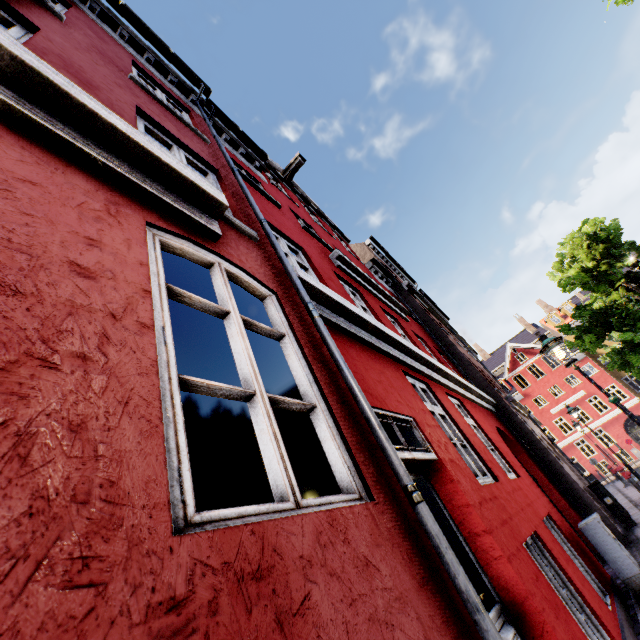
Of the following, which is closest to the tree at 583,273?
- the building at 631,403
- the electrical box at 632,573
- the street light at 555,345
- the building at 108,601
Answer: the building at 631,403

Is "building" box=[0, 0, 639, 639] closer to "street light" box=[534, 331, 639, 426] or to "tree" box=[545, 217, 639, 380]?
"street light" box=[534, 331, 639, 426]

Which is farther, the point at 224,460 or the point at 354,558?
the point at 224,460

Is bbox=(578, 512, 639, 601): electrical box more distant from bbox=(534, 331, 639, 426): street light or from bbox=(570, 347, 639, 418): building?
bbox=(570, 347, 639, 418): building

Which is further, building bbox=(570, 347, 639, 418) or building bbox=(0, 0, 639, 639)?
building bbox=(570, 347, 639, 418)

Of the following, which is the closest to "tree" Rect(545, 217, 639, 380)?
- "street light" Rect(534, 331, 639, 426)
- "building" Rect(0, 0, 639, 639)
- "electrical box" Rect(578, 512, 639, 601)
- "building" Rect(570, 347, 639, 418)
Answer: "building" Rect(570, 347, 639, 418)

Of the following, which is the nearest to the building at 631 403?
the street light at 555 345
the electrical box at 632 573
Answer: the electrical box at 632 573

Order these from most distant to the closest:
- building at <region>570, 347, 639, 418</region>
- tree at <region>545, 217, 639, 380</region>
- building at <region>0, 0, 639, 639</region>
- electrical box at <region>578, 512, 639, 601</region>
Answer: building at <region>570, 347, 639, 418</region>
tree at <region>545, 217, 639, 380</region>
electrical box at <region>578, 512, 639, 601</region>
building at <region>0, 0, 639, 639</region>
